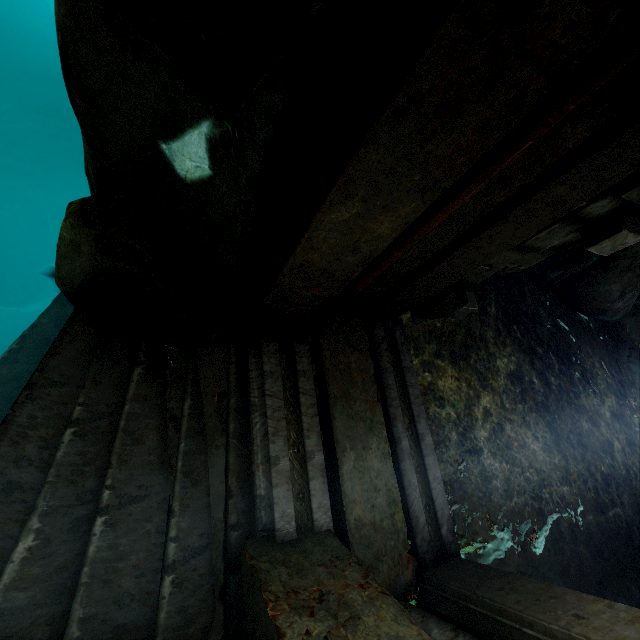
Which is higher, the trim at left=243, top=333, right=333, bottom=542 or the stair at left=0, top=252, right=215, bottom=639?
the trim at left=243, top=333, right=333, bottom=542

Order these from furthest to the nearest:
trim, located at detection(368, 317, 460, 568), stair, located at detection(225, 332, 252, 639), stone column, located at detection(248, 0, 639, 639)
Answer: trim, located at detection(368, 317, 460, 568)
stair, located at detection(225, 332, 252, 639)
stone column, located at detection(248, 0, 639, 639)

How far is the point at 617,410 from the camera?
5.5 meters

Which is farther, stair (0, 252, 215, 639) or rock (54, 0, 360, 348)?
stair (0, 252, 215, 639)

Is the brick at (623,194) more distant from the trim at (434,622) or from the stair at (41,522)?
the stair at (41,522)

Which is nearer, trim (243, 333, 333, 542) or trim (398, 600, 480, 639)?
trim (398, 600, 480, 639)

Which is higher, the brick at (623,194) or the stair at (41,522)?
the brick at (623,194)

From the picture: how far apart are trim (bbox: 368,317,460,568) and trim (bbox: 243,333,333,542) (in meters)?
0.34
